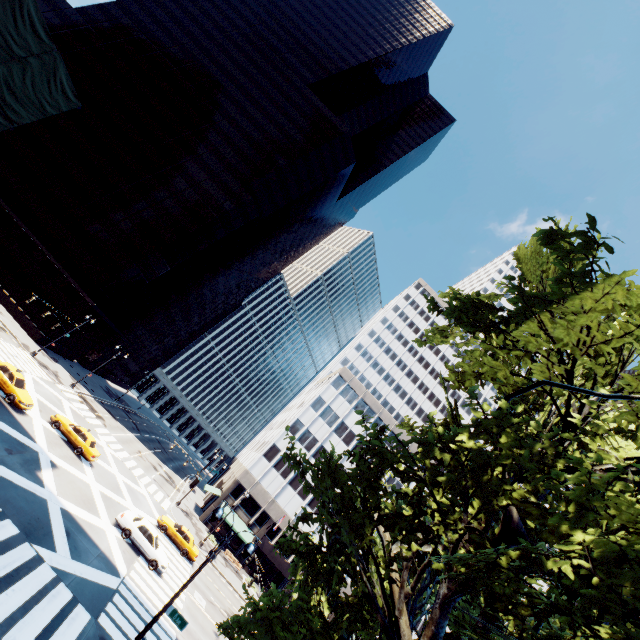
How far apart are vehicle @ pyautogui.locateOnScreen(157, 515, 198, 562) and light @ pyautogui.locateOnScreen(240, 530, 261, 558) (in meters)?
22.20

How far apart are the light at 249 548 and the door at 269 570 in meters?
42.9 m

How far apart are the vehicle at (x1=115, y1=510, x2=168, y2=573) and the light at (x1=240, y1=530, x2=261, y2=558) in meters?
14.1 m

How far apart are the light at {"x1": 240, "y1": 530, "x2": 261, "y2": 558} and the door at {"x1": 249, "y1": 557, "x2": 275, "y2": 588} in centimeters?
4291cm

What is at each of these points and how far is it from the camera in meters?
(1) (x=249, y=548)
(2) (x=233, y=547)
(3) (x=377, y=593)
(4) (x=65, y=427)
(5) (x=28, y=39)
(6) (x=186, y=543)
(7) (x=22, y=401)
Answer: (1) light, 12.6
(2) building, 46.4
(3) tree, 9.5
(4) vehicle, 27.4
(5) scaffolding, 16.6
(6) vehicle, 30.4
(7) vehicle, 24.0

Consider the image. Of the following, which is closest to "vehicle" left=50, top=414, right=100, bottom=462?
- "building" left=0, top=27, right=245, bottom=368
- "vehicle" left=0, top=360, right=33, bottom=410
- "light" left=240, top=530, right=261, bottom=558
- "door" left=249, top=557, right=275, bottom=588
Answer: "vehicle" left=0, top=360, right=33, bottom=410

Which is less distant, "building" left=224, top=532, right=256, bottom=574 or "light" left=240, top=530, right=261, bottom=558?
"light" left=240, top=530, right=261, bottom=558

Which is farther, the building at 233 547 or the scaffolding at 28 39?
the building at 233 547
